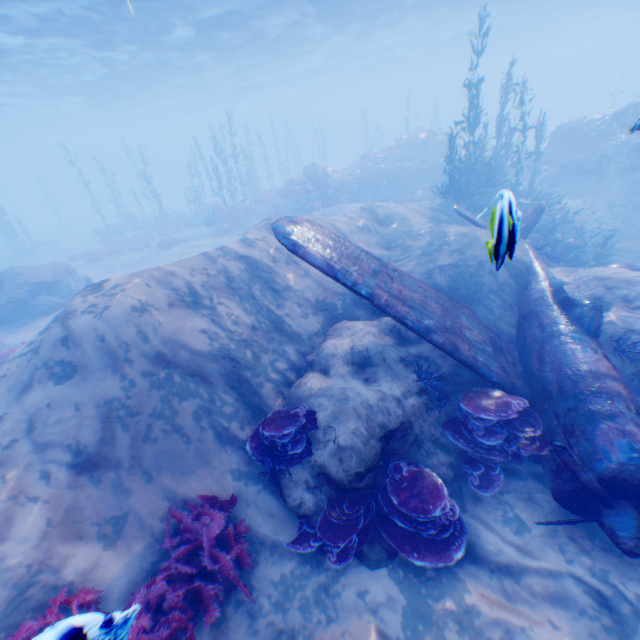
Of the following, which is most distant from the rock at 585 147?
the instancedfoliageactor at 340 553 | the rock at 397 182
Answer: the rock at 397 182

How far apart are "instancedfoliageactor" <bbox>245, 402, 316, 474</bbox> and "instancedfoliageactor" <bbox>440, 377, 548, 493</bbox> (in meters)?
A: 2.49

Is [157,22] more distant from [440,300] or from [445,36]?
[445,36]

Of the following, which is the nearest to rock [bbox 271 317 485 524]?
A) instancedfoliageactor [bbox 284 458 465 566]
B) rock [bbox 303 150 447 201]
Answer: instancedfoliageactor [bbox 284 458 465 566]

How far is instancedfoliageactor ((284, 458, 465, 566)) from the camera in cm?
474

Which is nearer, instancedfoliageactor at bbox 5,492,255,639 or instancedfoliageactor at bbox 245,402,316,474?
instancedfoliageactor at bbox 5,492,255,639

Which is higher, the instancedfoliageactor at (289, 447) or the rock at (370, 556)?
the instancedfoliageactor at (289, 447)

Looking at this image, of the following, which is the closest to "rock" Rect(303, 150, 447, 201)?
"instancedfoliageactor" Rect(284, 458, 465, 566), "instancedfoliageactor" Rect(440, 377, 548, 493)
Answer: "instancedfoliageactor" Rect(440, 377, 548, 493)
